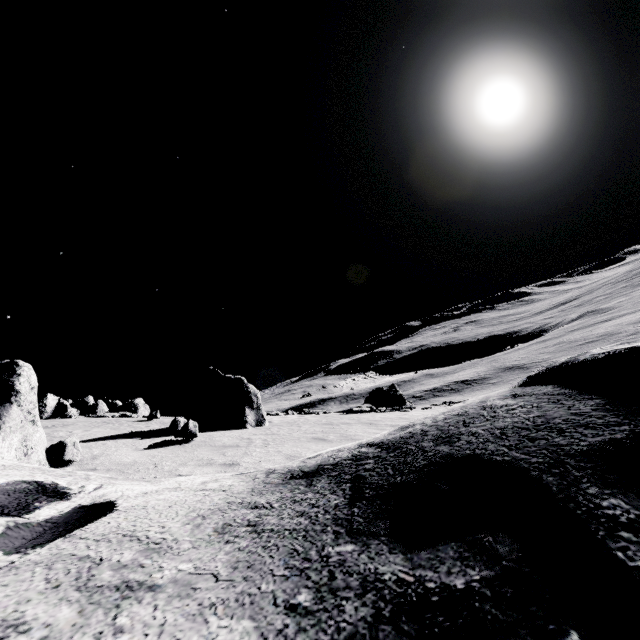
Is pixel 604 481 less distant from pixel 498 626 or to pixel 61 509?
pixel 498 626
